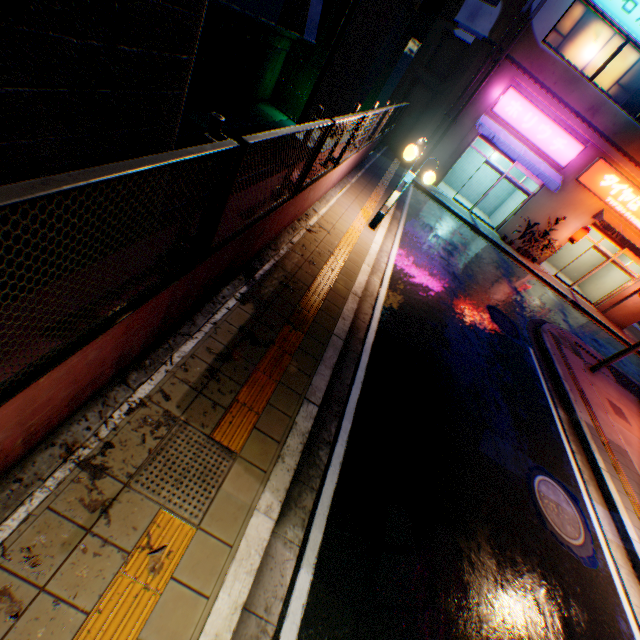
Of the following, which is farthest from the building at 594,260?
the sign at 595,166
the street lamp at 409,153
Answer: the street lamp at 409,153

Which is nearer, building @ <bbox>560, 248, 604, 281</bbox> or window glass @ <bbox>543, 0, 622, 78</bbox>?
window glass @ <bbox>543, 0, 622, 78</bbox>

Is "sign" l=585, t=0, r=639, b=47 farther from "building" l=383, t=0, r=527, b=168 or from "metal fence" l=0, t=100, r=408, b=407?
"metal fence" l=0, t=100, r=408, b=407

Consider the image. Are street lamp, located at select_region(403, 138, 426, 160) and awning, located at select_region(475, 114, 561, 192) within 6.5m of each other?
no

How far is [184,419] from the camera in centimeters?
310cm

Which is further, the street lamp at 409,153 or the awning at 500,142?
the awning at 500,142

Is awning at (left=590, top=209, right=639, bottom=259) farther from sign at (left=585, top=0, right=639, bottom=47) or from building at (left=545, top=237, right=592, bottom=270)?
sign at (left=585, top=0, right=639, bottom=47)

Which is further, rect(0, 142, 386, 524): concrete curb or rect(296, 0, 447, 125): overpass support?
rect(296, 0, 447, 125): overpass support
